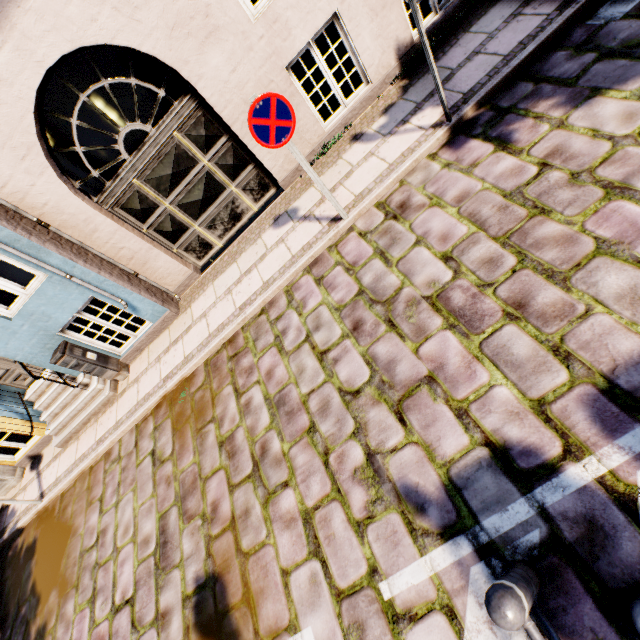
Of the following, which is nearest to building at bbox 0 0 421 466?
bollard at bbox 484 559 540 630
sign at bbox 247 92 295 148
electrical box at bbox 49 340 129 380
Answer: electrical box at bbox 49 340 129 380

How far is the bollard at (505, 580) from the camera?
1.38m

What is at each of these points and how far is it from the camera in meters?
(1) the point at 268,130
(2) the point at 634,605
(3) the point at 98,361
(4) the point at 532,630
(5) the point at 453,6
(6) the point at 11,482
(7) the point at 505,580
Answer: (1) sign, 3.6
(2) trash bin, 1.8
(3) electrical box, 6.2
(4) railing, 1.5
(5) building, 5.2
(6) electrical box, 7.4
(7) bollard, 1.6

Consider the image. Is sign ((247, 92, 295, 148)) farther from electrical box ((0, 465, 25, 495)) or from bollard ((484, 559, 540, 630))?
electrical box ((0, 465, 25, 495))

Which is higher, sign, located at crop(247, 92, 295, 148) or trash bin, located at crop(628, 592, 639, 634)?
sign, located at crop(247, 92, 295, 148)

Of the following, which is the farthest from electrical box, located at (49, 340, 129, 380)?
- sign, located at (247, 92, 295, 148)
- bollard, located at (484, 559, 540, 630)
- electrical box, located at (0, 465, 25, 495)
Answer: bollard, located at (484, 559, 540, 630)

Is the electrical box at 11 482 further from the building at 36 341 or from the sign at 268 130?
the sign at 268 130

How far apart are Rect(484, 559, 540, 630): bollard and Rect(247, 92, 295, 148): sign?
4.2 meters
